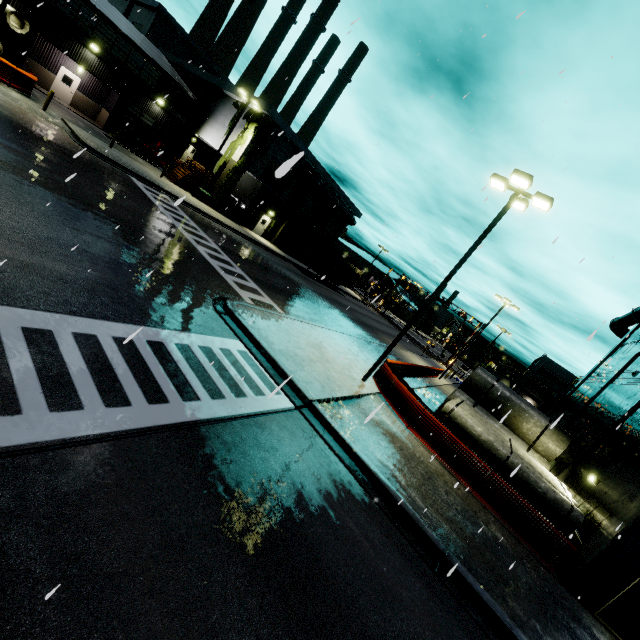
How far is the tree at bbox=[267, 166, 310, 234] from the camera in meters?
36.4

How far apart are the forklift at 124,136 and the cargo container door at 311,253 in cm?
1818

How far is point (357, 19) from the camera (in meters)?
5.33

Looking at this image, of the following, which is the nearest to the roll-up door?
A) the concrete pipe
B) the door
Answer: the concrete pipe

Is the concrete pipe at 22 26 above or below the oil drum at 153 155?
above

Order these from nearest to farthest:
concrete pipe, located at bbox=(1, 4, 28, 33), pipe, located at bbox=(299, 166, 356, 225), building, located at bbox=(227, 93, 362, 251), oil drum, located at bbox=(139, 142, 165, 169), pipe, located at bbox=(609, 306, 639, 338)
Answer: concrete pipe, located at bbox=(1, 4, 28, 33) < pipe, located at bbox=(609, 306, 639, 338) < building, located at bbox=(227, 93, 362, 251) < oil drum, located at bbox=(139, 142, 165, 169) < pipe, located at bbox=(299, 166, 356, 225)

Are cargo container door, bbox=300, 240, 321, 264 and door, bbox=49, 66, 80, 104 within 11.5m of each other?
no

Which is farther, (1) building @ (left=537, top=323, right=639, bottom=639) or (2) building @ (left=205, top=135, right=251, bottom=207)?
(2) building @ (left=205, top=135, right=251, bottom=207)
